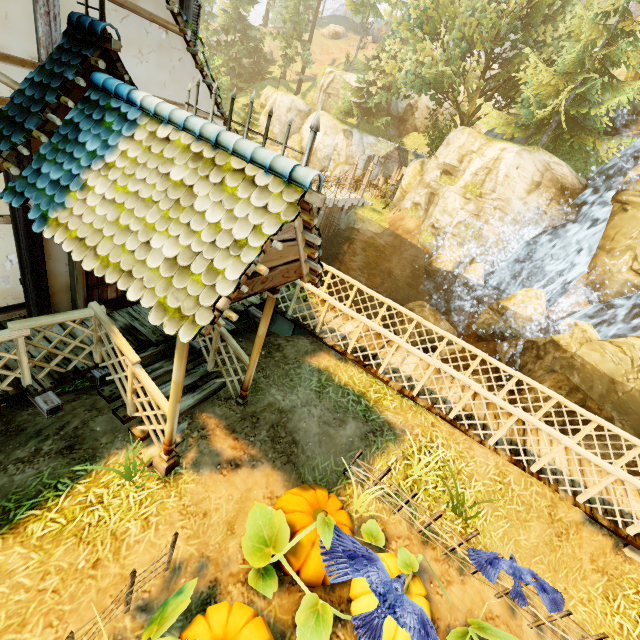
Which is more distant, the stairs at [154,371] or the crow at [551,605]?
the stairs at [154,371]

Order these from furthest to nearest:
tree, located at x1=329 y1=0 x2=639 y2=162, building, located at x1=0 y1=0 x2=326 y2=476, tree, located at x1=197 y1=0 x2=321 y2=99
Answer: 1. tree, located at x1=197 y1=0 x2=321 y2=99
2. tree, located at x1=329 y1=0 x2=639 y2=162
3. building, located at x1=0 y1=0 x2=326 y2=476

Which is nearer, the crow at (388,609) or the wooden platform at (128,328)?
the crow at (388,609)

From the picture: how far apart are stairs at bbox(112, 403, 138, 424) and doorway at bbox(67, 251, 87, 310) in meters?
1.1

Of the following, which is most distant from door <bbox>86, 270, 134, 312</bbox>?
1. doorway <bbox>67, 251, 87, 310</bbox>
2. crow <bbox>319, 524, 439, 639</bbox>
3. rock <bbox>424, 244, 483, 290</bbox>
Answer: rock <bbox>424, 244, 483, 290</bbox>

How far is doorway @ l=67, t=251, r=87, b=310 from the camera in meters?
5.1

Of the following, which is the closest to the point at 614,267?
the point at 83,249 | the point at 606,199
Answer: the point at 606,199

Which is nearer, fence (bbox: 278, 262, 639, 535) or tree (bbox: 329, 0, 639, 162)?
fence (bbox: 278, 262, 639, 535)
